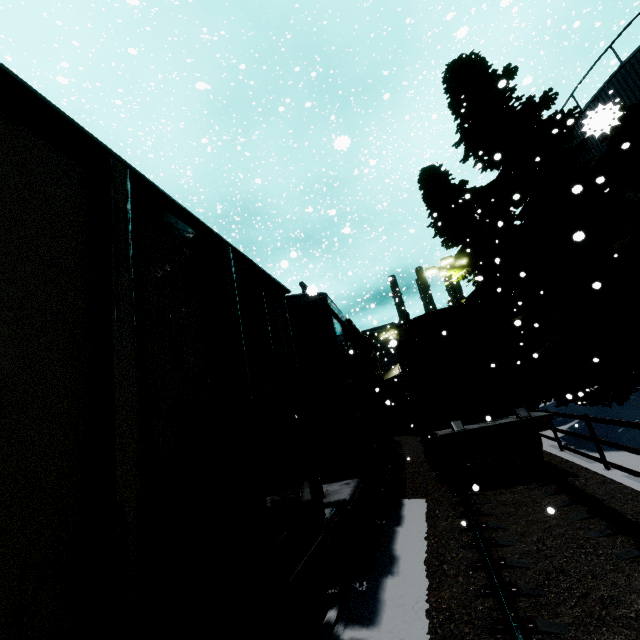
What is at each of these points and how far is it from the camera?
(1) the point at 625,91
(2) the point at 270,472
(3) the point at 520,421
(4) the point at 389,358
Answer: (1) silo, 12.8 meters
(2) cargo car, 5.9 meters
(3) flatcar, 8.3 meters
(4) building, 56.7 meters

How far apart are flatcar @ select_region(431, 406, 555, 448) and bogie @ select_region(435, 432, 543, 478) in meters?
0.0

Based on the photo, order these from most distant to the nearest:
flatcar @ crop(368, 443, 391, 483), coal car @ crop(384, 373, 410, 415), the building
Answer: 1. the building
2. coal car @ crop(384, 373, 410, 415)
3. flatcar @ crop(368, 443, 391, 483)

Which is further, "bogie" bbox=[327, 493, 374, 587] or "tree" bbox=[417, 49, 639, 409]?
"tree" bbox=[417, 49, 639, 409]

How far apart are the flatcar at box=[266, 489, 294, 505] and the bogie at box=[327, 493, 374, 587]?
0.3 meters

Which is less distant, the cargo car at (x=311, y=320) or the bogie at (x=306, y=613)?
the bogie at (x=306, y=613)

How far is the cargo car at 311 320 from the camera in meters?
5.7

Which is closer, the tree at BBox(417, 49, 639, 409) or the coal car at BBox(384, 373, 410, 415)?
the tree at BBox(417, 49, 639, 409)
